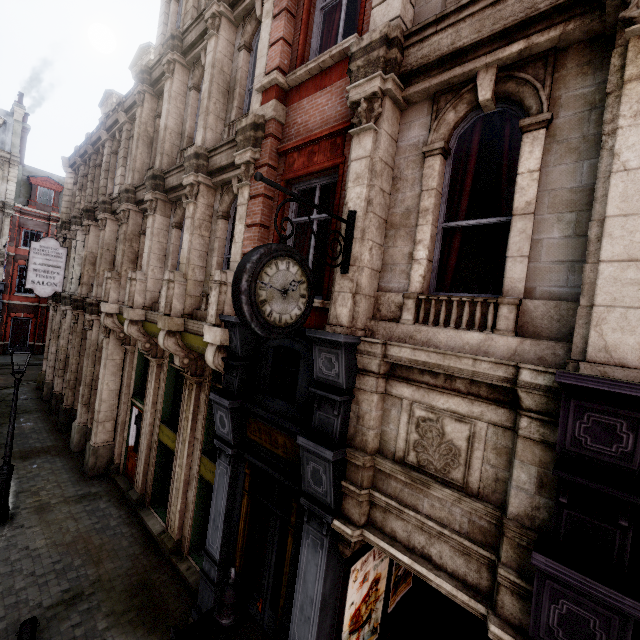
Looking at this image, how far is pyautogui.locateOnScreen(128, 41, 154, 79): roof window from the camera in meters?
13.4

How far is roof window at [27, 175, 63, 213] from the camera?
28.0 meters

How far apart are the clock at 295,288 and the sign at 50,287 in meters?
14.8 m

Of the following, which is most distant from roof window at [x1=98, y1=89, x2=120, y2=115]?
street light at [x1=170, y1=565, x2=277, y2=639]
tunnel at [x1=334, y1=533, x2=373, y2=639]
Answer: street light at [x1=170, y1=565, x2=277, y2=639]

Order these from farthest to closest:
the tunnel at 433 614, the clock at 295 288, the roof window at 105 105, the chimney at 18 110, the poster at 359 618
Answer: the chimney at 18 110
the roof window at 105 105
the tunnel at 433 614
the poster at 359 618
the clock at 295 288

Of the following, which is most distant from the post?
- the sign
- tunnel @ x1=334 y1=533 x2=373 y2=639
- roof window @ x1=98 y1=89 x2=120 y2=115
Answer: roof window @ x1=98 y1=89 x2=120 y2=115

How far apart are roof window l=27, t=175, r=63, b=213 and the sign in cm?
2092

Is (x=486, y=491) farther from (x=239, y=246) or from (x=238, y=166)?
(x=238, y=166)
